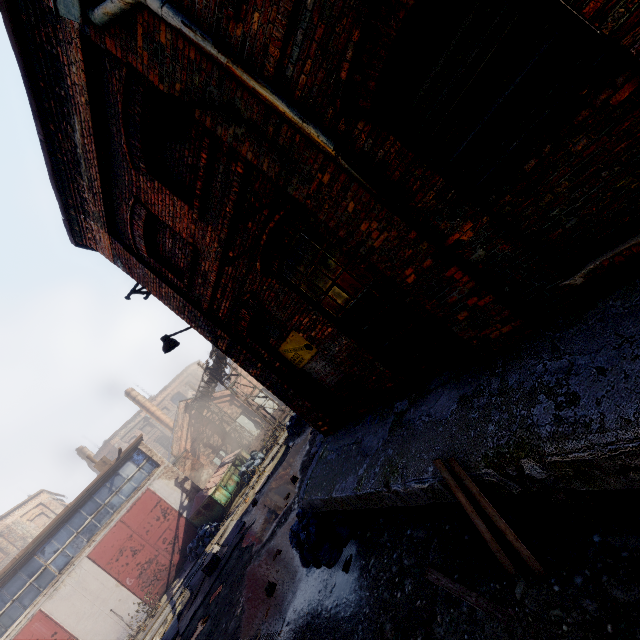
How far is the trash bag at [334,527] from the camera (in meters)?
5.68

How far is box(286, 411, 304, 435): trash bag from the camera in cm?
1571

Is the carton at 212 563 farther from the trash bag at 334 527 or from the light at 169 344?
the light at 169 344

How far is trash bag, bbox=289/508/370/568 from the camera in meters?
5.7 m

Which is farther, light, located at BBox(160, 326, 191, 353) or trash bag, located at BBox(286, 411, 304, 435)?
trash bag, located at BBox(286, 411, 304, 435)

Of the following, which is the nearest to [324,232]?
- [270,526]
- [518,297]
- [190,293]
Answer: [518,297]

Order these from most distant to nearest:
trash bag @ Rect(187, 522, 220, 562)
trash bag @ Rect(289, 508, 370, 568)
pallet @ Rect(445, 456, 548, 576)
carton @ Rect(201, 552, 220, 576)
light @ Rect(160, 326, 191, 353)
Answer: trash bag @ Rect(187, 522, 220, 562), carton @ Rect(201, 552, 220, 576), light @ Rect(160, 326, 191, 353), trash bag @ Rect(289, 508, 370, 568), pallet @ Rect(445, 456, 548, 576)

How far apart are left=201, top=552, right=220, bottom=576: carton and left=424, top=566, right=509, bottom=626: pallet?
10.32m
